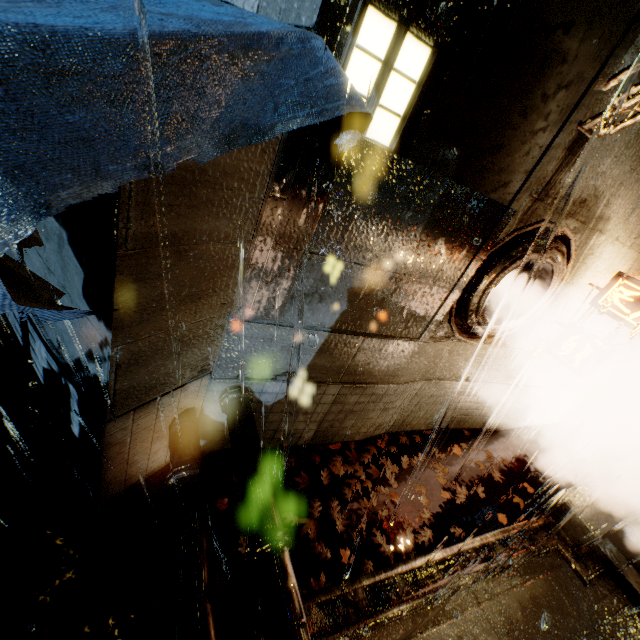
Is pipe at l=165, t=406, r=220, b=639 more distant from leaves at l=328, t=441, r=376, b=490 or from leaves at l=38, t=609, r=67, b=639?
leaves at l=328, t=441, r=376, b=490

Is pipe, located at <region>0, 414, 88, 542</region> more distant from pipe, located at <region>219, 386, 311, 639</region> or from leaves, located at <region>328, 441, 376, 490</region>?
leaves, located at <region>328, 441, 376, 490</region>

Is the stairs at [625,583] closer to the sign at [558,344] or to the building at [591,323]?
the building at [591,323]

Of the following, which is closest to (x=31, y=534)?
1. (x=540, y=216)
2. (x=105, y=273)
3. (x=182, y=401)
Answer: (x=182, y=401)

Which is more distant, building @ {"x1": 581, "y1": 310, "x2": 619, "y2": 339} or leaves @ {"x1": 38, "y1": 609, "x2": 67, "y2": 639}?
building @ {"x1": 581, "y1": 310, "x2": 619, "y2": 339}

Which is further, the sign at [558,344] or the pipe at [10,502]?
the sign at [558,344]

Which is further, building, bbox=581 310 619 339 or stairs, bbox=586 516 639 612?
building, bbox=581 310 619 339

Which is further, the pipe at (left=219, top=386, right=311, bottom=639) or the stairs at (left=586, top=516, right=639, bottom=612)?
the stairs at (left=586, top=516, right=639, bottom=612)
